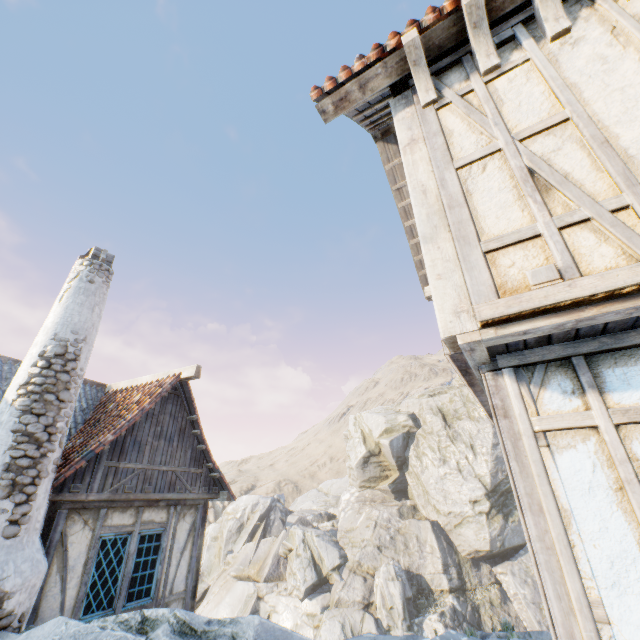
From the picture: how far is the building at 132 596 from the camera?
5.6 meters

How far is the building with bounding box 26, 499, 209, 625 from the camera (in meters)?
5.62

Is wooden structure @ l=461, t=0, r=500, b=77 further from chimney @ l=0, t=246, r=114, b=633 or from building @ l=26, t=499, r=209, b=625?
building @ l=26, t=499, r=209, b=625

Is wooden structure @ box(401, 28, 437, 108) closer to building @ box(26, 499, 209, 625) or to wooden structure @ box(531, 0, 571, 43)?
wooden structure @ box(531, 0, 571, 43)

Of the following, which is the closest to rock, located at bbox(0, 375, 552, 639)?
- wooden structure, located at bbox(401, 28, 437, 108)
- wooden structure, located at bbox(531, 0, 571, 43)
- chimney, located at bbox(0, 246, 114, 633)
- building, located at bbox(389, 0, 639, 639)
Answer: chimney, located at bbox(0, 246, 114, 633)

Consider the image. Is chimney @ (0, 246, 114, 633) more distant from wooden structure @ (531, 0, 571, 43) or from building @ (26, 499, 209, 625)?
wooden structure @ (531, 0, 571, 43)

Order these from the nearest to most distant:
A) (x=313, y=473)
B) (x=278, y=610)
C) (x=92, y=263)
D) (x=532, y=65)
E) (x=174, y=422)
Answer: (x=532, y=65), (x=92, y=263), (x=174, y=422), (x=278, y=610), (x=313, y=473)

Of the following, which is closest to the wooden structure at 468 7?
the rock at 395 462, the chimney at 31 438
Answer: the rock at 395 462
